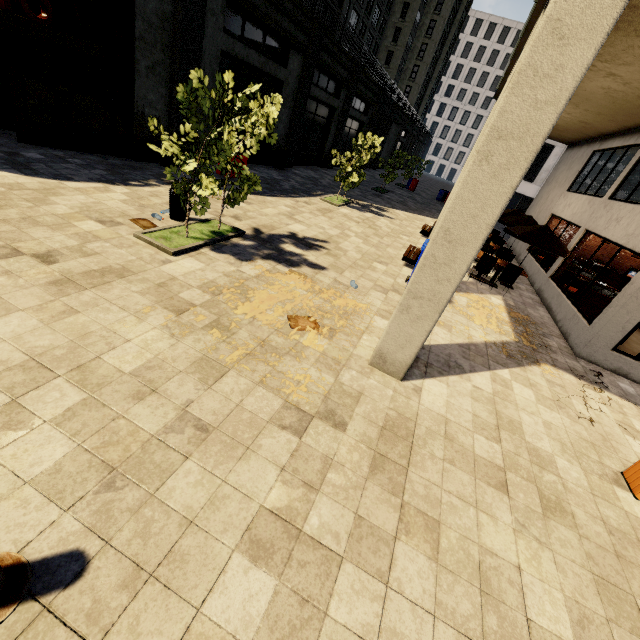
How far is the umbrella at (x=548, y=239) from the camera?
10.4 meters

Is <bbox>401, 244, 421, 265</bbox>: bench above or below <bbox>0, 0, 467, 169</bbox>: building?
below

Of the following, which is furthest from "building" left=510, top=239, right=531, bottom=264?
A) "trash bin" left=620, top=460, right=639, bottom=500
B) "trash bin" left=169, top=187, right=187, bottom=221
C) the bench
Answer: "trash bin" left=169, top=187, right=187, bottom=221

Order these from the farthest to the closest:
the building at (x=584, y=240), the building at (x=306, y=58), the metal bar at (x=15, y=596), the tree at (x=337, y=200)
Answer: the tree at (x=337, y=200) < the building at (x=306, y=58) < the building at (x=584, y=240) < the metal bar at (x=15, y=596)

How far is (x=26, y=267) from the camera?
4.6m

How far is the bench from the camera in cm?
1006

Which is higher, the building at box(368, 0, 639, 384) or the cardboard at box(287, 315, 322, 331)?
the building at box(368, 0, 639, 384)

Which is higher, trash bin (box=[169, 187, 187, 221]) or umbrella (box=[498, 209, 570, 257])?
umbrella (box=[498, 209, 570, 257])
